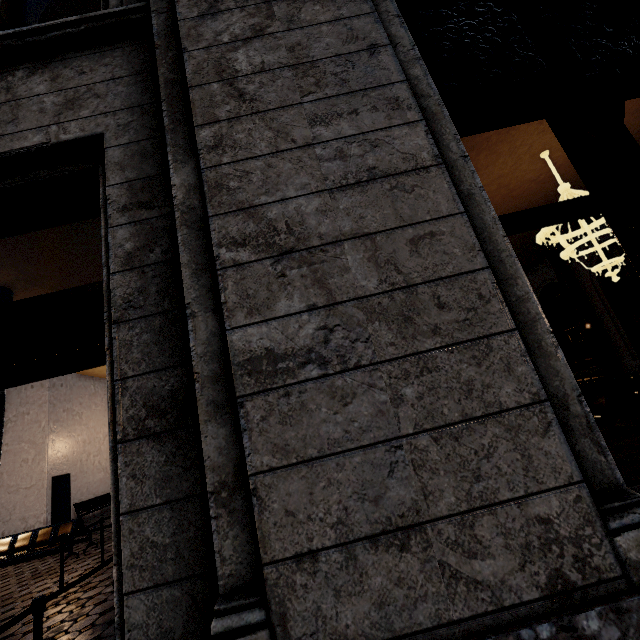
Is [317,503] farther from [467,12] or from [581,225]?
[581,225]
